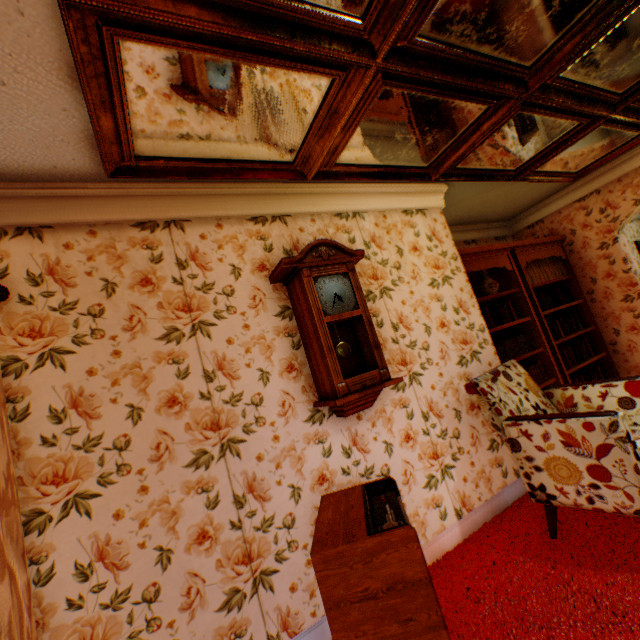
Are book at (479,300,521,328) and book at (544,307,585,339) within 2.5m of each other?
yes

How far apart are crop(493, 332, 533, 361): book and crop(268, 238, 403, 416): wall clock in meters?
1.8

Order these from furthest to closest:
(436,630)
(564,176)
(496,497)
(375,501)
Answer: (564,176)
(496,497)
(375,501)
(436,630)

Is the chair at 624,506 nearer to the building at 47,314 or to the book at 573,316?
the building at 47,314

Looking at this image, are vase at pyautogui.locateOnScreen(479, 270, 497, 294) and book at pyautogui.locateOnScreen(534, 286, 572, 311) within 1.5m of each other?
yes

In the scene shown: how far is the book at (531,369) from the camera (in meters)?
4.04

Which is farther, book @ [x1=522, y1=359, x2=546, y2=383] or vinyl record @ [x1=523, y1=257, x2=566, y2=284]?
vinyl record @ [x1=523, y1=257, x2=566, y2=284]

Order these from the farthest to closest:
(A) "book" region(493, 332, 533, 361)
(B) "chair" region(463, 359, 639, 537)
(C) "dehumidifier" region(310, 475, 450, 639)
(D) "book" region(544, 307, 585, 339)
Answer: (D) "book" region(544, 307, 585, 339)
(A) "book" region(493, 332, 533, 361)
(B) "chair" region(463, 359, 639, 537)
(C) "dehumidifier" region(310, 475, 450, 639)
